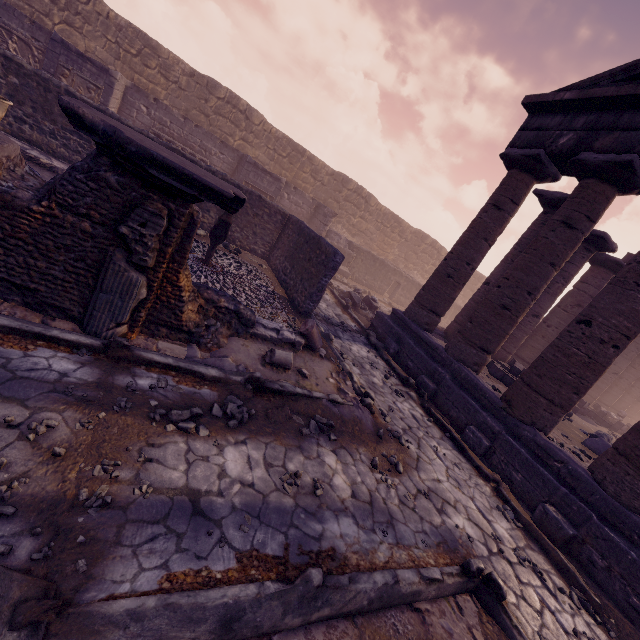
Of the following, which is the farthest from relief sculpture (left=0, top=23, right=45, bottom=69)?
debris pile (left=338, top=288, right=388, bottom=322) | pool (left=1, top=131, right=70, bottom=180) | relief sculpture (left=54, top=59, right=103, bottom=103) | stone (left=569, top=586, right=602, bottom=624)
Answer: stone (left=569, top=586, right=602, bottom=624)

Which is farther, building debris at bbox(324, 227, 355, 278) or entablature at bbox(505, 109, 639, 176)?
building debris at bbox(324, 227, 355, 278)

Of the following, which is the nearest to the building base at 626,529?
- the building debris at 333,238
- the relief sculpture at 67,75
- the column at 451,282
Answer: the column at 451,282

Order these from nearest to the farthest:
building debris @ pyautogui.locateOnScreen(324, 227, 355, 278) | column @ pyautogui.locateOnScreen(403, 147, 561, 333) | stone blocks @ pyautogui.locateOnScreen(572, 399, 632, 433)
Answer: column @ pyautogui.locateOnScreen(403, 147, 561, 333) → stone blocks @ pyautogui.locateOnScreen(572, 399, 632, 433) → building debris @ pyautogui.locateOnScreen(324, 227, 355, 278)

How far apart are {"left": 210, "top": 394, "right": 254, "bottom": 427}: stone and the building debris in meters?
13.2

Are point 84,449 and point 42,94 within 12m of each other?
yes

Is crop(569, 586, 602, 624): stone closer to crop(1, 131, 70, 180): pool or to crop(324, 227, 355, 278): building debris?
crop(1, 131, 70, 180): pool

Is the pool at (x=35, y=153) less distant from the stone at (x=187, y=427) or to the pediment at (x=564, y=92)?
the stone at (x=187, y=427)
